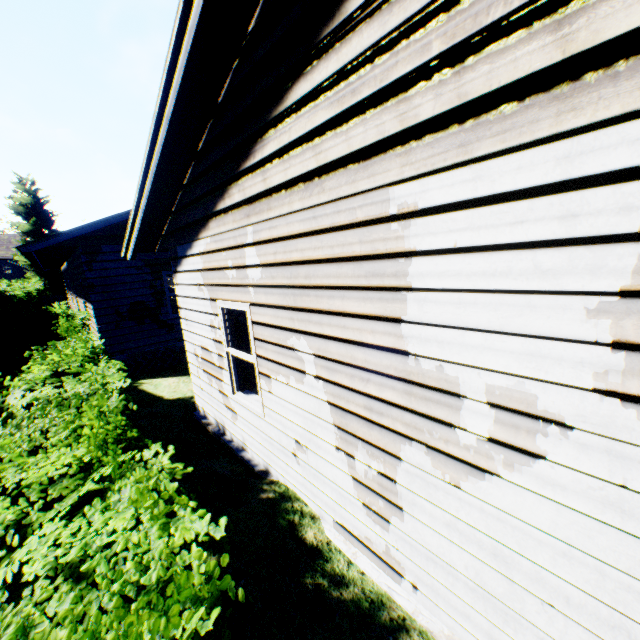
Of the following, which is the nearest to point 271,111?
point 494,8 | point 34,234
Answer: point 494,8

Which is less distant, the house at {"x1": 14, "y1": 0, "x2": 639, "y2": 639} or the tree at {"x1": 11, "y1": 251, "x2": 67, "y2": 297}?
the house at {"x1": 14, "y1": 0, "x2": 639, "y2": 639}

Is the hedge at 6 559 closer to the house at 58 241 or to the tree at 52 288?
the house at 58 241

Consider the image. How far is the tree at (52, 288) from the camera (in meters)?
29.11

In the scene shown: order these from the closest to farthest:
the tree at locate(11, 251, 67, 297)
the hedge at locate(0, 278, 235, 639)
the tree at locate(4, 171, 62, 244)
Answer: the hedge at locate(0, 278, 235, 639) < the tree at locate(4, 171, 62, 244) < the tree at locate(11, 251, 67, 297)

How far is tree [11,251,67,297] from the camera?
29.1 meters

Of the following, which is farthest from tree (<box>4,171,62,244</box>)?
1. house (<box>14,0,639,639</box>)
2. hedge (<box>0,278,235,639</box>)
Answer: hedge (<box>0,278,235,639</box>)

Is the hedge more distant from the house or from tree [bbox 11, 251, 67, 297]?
tree [bbox 11, 251, 67, 297]
